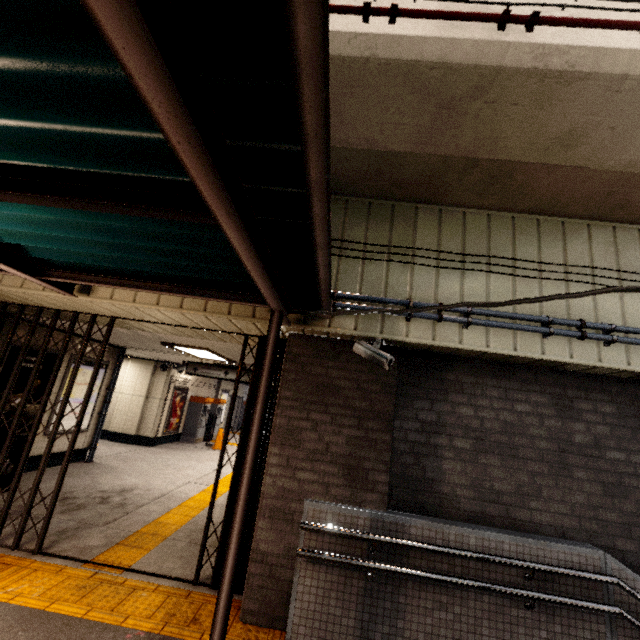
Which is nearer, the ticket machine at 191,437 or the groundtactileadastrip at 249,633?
the groundtactileadastrip at 249,633

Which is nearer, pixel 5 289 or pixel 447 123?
pixel 447 123

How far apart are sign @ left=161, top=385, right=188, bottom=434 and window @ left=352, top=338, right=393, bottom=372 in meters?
10.5 m

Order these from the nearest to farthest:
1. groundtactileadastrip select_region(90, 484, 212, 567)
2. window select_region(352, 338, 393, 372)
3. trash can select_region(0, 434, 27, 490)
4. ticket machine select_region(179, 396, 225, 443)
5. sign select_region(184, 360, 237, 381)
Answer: window select_region(352, 338, 393, 372)
groundtactileadastrip select_region(90, 484, 212, 567)
trash can select_region(0, 434, 27, 490)
sign select_region(184, 360, 237, 381)
ticket machine select_region(179, 396, 225, 443)

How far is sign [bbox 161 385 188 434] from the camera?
11.99m

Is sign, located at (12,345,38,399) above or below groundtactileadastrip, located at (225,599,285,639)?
above

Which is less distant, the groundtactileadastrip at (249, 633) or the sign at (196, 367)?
the groundtactileadastrip at (249, 633)

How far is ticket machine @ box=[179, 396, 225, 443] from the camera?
13.27m
